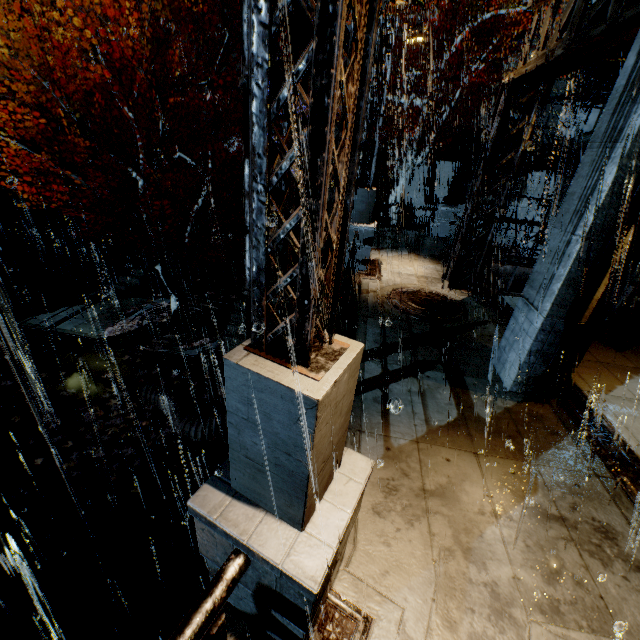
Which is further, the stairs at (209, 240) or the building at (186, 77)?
the building at (186, 77)

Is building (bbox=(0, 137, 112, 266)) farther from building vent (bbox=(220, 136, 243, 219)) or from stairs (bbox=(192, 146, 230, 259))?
building vent (bbox=(220, 136, 243, 219))

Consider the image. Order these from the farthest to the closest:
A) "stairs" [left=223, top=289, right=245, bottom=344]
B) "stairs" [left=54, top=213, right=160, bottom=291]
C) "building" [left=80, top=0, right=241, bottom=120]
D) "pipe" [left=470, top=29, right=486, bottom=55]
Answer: "building" [left=80, top=0, right=241, bottom=120] < "pipe" [left=470, top=29, right=486, bottom=55] < "stairs" [left=54, top=213, right=160, bottom=291] < "stairs" [left=223, top=289, right=245, bottom=344]

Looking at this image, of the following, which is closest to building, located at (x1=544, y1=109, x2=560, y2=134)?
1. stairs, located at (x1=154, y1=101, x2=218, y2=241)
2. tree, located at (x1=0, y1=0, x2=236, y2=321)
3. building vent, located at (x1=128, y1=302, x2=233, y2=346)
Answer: stairs, located at (x1=154, y1=101, x2=218, y2=241)

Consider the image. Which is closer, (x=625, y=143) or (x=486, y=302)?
(x=625, y=143)

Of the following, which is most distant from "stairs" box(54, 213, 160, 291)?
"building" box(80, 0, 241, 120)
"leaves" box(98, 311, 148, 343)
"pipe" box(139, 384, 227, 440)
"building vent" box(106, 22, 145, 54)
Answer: "pipe" box(139, 384, 227, 440)

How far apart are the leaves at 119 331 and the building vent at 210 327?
0.00m

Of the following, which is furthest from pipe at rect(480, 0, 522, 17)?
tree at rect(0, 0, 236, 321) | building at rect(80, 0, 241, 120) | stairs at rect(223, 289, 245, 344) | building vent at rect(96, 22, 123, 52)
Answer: building vent at rect(96, 22, 123, 52)
